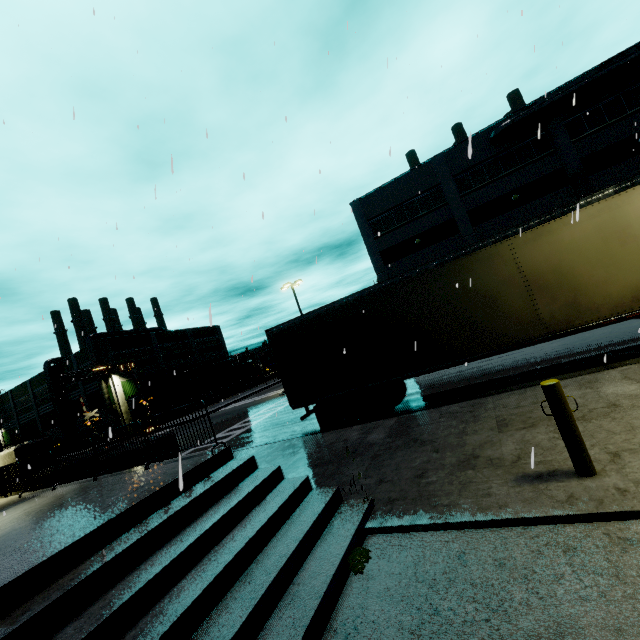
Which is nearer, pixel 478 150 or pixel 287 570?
pixel 287 570

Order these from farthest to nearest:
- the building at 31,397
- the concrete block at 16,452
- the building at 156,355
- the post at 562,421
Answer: the building at 31,397 < the building at 156,355 < the concrete block at 16,452 < the post at 562,421

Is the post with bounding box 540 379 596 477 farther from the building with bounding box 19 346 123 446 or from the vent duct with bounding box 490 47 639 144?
the vent duct with bounding box 490 47 639 144

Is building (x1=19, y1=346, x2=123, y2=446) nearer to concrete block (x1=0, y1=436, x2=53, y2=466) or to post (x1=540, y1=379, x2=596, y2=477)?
concrete block (x1=0, y1=436, x2=53, y2=466)

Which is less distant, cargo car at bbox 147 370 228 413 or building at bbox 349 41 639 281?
building at bbox 349 41 639 281

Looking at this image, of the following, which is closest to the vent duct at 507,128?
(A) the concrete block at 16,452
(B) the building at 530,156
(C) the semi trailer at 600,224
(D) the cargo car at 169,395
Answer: (B) the building at 530,156

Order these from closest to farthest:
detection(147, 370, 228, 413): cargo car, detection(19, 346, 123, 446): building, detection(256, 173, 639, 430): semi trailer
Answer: detection(256, 173, 639, 430): semi trailer, detection(147, 370, 228, 413): cargo car, detection(19, 346, 123, 446): building

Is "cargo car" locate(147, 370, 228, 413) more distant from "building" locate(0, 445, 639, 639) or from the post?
the post
